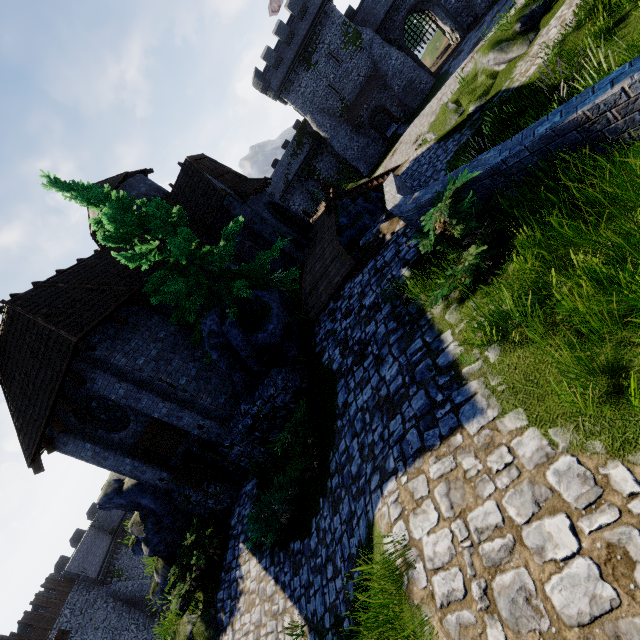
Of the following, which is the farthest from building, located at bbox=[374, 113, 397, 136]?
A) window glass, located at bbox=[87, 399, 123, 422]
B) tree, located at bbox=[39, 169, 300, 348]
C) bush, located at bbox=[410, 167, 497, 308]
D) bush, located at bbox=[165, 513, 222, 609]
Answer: bush, located at bbox=[165, 513, 222, 609]

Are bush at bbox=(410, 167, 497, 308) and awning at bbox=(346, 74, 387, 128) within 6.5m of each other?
no

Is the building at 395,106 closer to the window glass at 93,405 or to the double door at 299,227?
the double door at 299,227

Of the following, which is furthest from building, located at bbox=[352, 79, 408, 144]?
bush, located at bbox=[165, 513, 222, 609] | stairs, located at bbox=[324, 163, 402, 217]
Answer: bush, located at bbox=[165, 513, 222, 609]

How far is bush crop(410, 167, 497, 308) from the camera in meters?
4.7

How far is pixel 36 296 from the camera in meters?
11.4 m

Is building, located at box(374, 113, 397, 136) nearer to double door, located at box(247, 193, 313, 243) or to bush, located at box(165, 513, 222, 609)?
double door, located at box(247, 193, 313, 243)

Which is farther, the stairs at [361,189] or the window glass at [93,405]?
the stairs at [361,189]
